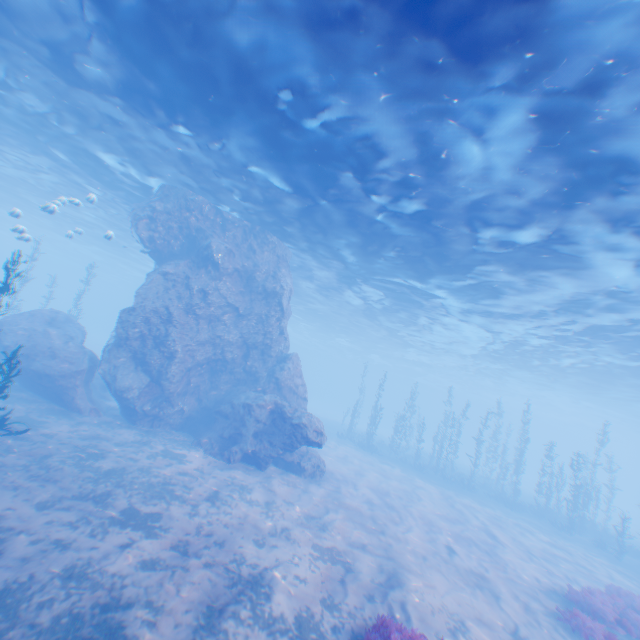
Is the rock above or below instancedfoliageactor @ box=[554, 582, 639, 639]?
above

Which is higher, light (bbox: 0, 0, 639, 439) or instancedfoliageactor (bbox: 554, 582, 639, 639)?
light (bbox: 0, 0, 639, 439)

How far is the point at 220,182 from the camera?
16.5m

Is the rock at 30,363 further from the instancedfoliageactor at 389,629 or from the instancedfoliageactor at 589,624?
the instancedfoliageactor at 589,624

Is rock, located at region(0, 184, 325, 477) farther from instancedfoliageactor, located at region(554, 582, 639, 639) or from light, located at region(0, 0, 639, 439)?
instancedfoliageactor, located at region(554, 582, 639, 639)

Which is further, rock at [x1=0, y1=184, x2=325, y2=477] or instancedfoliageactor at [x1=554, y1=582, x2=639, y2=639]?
rock at [x1=0, y1=184, x2=325, y2=477]

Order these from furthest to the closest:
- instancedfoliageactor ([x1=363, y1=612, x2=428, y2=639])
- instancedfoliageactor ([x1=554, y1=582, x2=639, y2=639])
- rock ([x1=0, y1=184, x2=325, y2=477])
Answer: rock ([x1=0, y1=184, x2=325, y2=477])
instancedfoliageactor ([x1=554, y1=582, x2=639, y2=639])
instancedfoliageactor ([x1=363, y1=612, x2=428, y2=639])

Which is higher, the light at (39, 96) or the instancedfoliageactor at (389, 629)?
the light at (39, 96)
